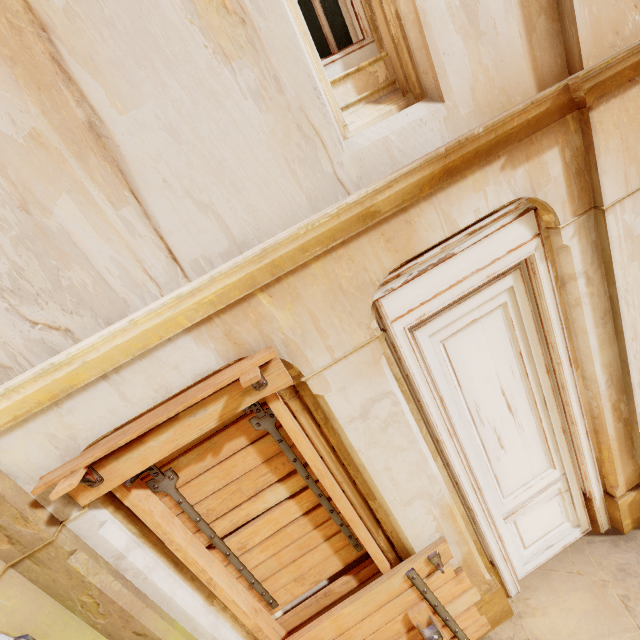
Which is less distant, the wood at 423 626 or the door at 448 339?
the door at 448 339

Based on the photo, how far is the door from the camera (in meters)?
2.42

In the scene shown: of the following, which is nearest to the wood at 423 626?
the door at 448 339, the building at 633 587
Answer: the building at 633 587

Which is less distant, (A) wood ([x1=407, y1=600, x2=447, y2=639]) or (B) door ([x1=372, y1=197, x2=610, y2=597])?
(B) door ([x1=372, y1=197, x2=610, y2=597])

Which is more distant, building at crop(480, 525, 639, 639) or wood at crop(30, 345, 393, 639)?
building at crop(480, 525, 639, 639)

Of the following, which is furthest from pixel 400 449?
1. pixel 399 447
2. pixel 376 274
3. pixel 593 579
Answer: pixel 593 579

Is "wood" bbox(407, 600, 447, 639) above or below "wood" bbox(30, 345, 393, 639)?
below

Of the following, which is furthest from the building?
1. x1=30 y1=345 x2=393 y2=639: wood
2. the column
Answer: x1=30 y1=345 x2=393 y2=639: wood
